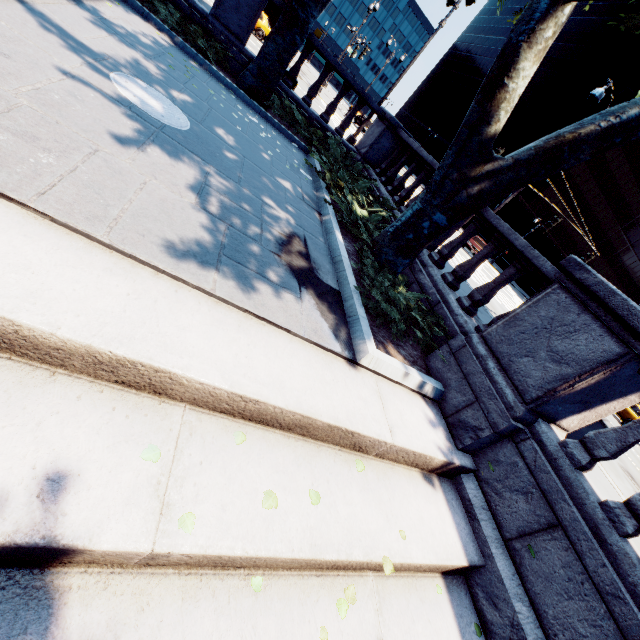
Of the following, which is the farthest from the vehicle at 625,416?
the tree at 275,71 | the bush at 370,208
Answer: the bush at 370,208

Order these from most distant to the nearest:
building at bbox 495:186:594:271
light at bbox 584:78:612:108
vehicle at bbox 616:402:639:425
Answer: building at bbox 495:186:594:271 → vehicle at bbox 616:402:639:425 → light at bbox 584:78:612:108

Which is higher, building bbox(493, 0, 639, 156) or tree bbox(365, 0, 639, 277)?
building bbox(493, 0, 639, 156)

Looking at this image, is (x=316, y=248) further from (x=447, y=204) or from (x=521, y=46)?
(x=521, y=46)

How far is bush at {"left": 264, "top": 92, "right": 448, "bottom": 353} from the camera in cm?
467

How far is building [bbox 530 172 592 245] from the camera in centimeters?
4581cm

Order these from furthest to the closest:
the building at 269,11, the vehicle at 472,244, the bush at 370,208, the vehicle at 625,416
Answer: the building at 269,11 < the vehicle at 472,244 < the vehicle at 625,416 < the bush at 370,208
